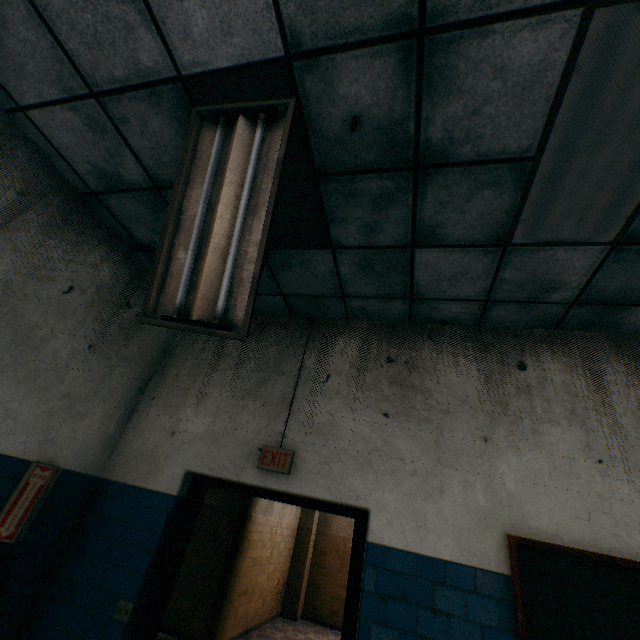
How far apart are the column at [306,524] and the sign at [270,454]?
7.7m

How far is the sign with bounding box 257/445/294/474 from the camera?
2.8 meters

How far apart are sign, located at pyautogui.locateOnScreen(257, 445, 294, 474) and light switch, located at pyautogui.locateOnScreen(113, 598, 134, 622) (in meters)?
1.33

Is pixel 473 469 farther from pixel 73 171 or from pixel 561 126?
pixel 73 171

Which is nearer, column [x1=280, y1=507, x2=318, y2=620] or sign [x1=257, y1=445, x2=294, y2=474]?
sign [x1=257, y1=445, x2=294, y2=474]

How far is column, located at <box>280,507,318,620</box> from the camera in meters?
8.1 m

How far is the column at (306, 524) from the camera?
8.15m

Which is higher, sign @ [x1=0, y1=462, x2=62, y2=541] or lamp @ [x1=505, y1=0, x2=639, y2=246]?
lamp @ [x1=505, y1=0, x2=639, y2=246]
